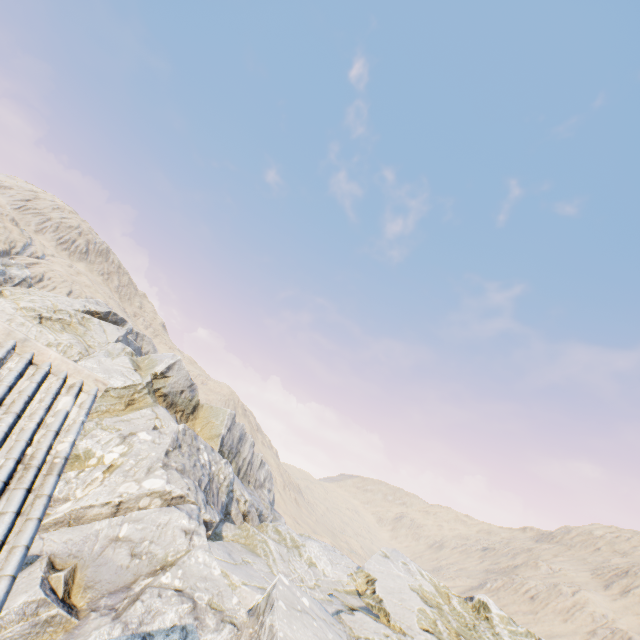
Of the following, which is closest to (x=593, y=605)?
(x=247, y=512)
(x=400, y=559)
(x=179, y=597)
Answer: (x=400, y=559)
